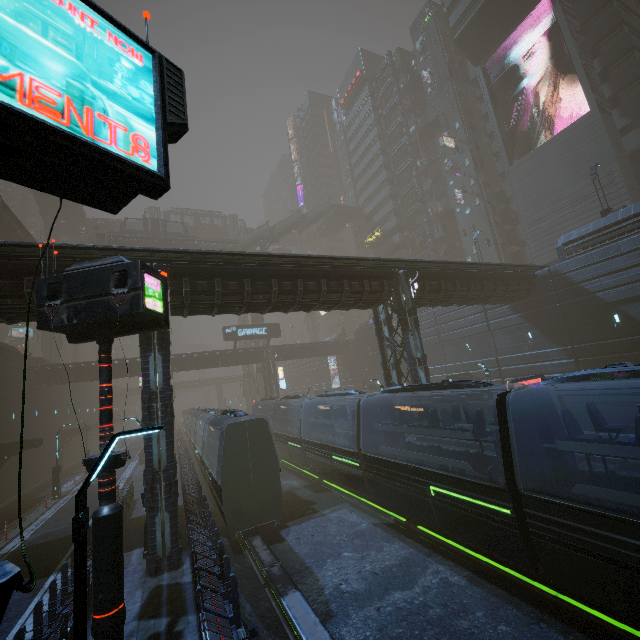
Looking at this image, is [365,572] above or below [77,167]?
below

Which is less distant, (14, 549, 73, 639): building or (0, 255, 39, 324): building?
(14, 549, 73, 639): building

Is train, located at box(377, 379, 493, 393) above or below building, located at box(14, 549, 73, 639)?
above

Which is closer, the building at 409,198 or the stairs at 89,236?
the stairs at 89,236

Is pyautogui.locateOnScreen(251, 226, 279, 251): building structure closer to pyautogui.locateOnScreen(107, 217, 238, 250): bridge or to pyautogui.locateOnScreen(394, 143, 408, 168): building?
pyautogui.locateOnScreen(107, 217, 238, 250): bridge

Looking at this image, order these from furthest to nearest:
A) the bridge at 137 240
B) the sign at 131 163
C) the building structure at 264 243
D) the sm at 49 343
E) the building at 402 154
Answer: the building at 402 154 < the building structure at 264 243 < the sm at 49 343 < the bridge at 137 240 < the sign at 131 163

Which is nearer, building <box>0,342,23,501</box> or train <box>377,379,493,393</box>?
train <box>377,379,493,393</box>
